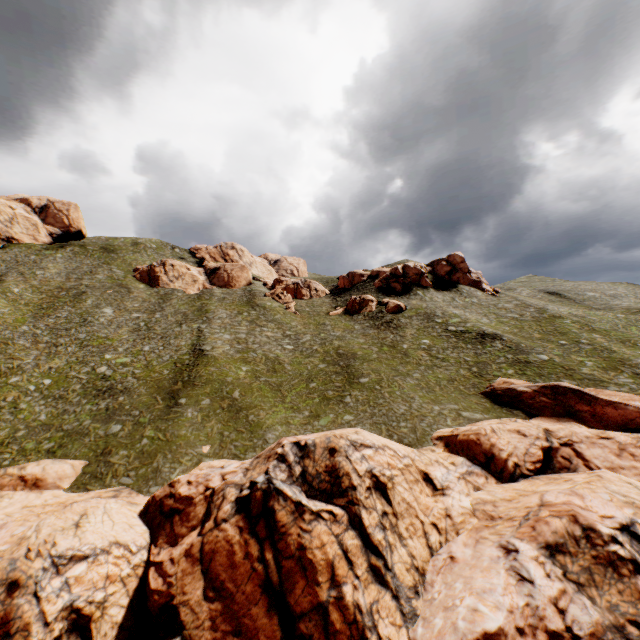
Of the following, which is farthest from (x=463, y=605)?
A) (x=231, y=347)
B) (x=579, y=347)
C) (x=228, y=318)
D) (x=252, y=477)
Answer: (x=228, y=318)

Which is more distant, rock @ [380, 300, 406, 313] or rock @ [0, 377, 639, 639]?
rock @ [380, 300, 406, 313]

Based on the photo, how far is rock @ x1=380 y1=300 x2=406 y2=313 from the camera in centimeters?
5634cm

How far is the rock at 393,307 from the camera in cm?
5634

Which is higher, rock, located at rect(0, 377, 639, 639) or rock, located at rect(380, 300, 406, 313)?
rock, located at rect(380, 300, 406, 313)

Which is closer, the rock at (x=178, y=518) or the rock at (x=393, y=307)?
the rock at (x=178, y=518)
